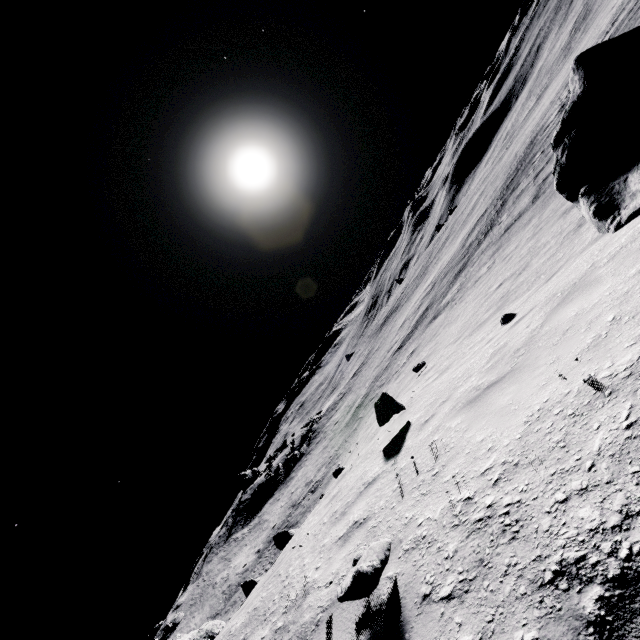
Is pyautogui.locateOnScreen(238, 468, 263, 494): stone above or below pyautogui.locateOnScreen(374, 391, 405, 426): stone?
above

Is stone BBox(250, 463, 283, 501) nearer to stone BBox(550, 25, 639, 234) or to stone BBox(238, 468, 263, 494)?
stone BBox(238, 468, 263, 494)

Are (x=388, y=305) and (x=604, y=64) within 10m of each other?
no

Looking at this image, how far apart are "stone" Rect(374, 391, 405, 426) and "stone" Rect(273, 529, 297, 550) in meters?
5.0 m

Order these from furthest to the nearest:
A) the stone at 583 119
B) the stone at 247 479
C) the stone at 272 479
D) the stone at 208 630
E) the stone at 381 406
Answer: the stone at 247 479
the stone at 272 479
the stone at 208 630
the stone at 381 406
the stone at 583 119

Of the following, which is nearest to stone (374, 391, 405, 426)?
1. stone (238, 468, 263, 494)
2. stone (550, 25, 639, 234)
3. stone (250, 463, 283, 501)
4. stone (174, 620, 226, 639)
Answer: stone (550, 25, 639, 234)

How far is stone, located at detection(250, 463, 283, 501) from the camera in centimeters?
3631cm

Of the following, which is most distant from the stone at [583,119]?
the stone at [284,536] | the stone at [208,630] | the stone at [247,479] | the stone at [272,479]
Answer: the stone at [247,479]
